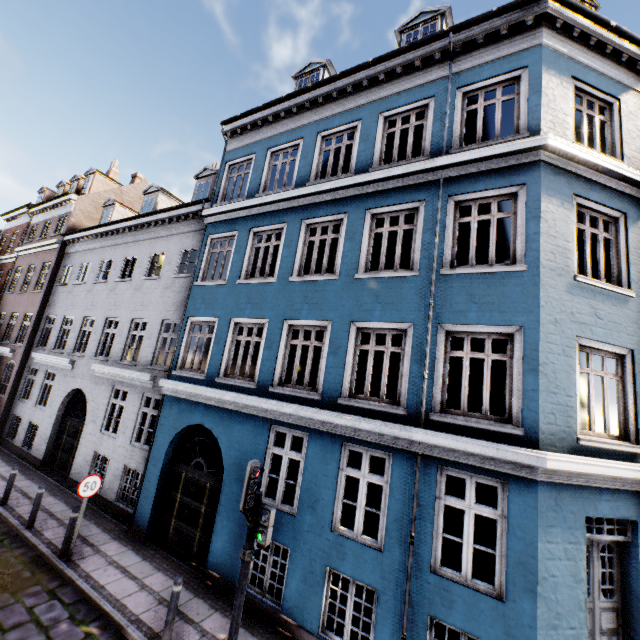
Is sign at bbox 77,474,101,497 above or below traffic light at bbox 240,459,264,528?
below

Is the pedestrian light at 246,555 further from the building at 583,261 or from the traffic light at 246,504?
the building at 583,261

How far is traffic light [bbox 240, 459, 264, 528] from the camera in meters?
5.2 m

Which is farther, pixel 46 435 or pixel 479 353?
pixel 46 435

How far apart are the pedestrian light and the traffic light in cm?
6

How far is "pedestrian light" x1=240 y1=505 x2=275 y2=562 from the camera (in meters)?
5.18

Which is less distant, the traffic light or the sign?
the traffic light

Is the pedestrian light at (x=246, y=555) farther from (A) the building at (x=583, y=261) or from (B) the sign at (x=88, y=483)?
(B) the sign at (x=88, y=483)
